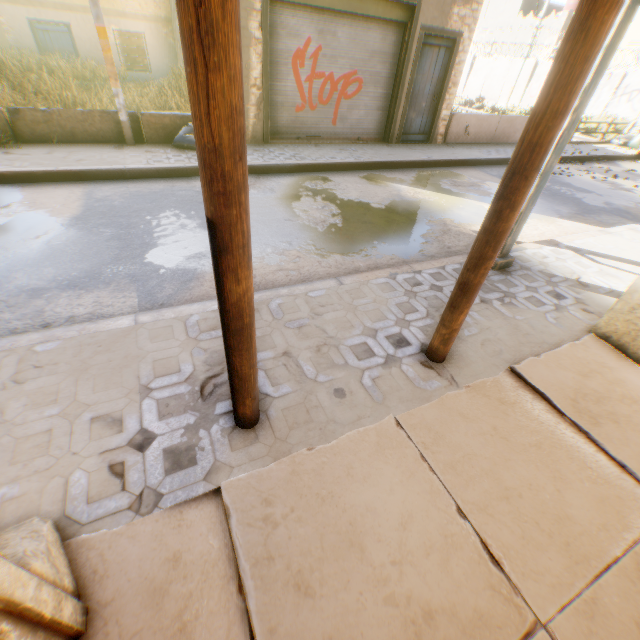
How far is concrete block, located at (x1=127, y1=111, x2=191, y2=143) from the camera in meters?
7.5

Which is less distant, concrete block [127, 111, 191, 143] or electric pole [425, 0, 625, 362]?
electric pole [425, 0, 625, 362]

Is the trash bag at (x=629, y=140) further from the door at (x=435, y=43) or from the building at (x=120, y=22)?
the door at (x=435, y=43)

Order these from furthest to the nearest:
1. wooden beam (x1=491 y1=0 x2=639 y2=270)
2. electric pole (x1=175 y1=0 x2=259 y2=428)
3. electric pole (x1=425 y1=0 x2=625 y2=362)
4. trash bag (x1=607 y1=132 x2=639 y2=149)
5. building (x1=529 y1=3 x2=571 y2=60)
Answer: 1. building (x1=529 y1=3 x2=571 y2=60)
2. trash bag (x1=607 y1=132 x2=639 y2=149)
3. wooden beam (x1=491 y1=0 x2=639 y2=270)
4. electric pole (x1=425 y1=0 x2=625 y2=362)
5. electric pole (x1=175 y1=0 x2=259 y2=428)

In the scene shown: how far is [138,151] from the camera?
7.20m

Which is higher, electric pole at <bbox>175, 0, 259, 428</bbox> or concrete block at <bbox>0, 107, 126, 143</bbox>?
electric pole at <bbox>175, 0, 259, 428</bbox>

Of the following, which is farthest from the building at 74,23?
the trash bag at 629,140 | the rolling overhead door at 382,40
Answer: the trash bag at 629,140

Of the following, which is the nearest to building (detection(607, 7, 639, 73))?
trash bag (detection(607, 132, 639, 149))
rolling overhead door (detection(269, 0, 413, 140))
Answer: rolling overhead door (detection(269, 0, 413, 140))
